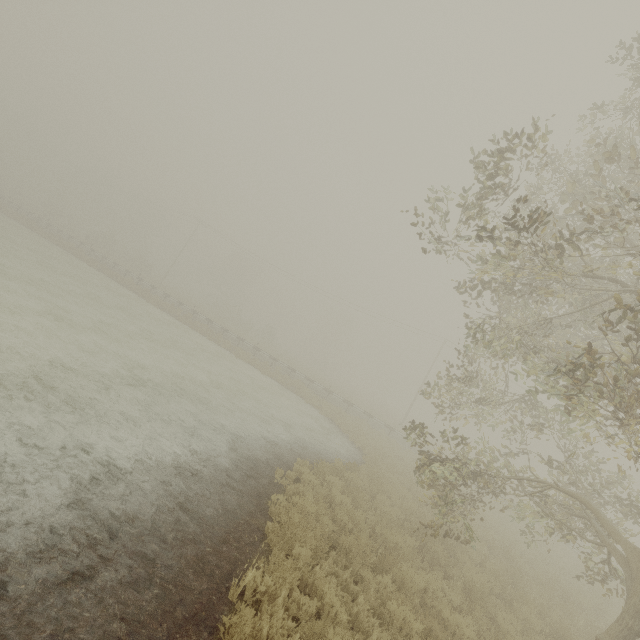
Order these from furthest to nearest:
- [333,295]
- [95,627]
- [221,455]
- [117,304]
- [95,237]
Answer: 1. [95,237]
2. [333,295]
3. [117,304]
4. [221,455]
5. [95,627]
